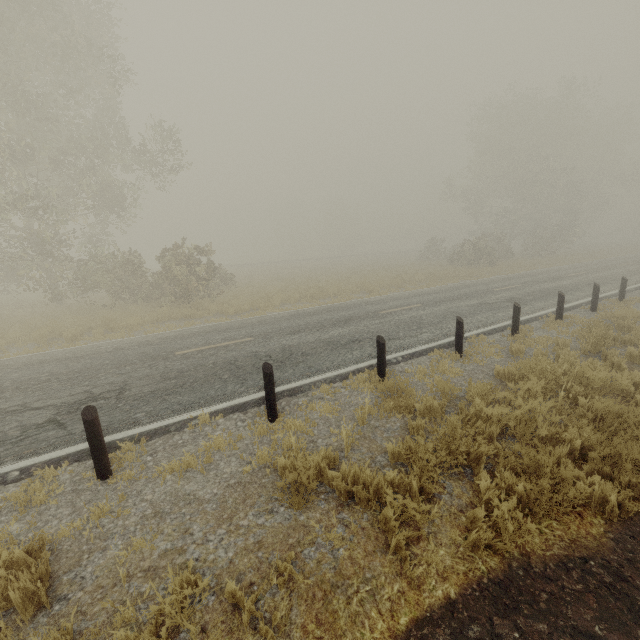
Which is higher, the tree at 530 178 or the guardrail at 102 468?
the tree at 530 178

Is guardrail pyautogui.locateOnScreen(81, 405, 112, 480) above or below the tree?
below

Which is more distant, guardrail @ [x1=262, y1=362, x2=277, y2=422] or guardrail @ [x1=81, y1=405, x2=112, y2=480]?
guardrail @ [x1=262, y1=362, x2=277, y2=422]

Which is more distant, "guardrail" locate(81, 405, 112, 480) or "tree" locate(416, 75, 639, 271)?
"tree" locate(416, 75, 639, 271)

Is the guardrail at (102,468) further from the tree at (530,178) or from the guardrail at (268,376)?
the tree at (530,178)

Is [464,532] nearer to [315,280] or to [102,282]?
[102,282]

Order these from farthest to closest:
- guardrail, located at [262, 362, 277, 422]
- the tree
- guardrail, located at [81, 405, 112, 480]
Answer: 1. the tree
2. guardrail, located at [262, 362, 277, 422]
3. guardrail, located at [81, 405, 112, 480]

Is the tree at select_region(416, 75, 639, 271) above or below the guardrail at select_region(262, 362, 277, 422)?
above
